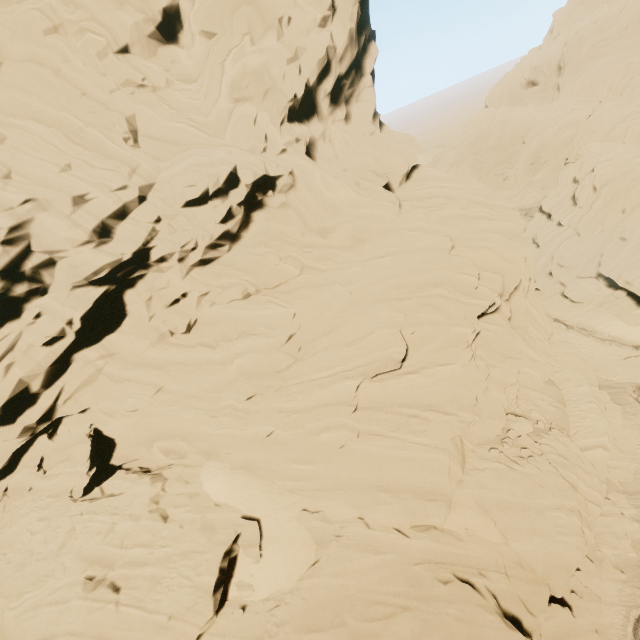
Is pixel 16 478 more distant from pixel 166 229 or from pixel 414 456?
pixel 414 456
